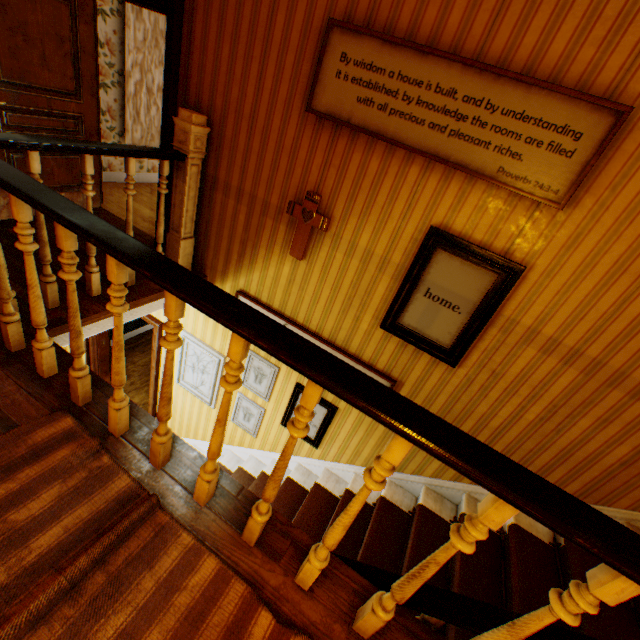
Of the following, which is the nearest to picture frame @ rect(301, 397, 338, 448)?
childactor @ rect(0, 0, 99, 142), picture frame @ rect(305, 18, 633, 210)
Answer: picture frame @ rect(305, 18, 633, 210)

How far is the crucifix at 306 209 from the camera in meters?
2.9

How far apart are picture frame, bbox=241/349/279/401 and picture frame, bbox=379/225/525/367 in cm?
141

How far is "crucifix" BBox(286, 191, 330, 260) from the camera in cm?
287

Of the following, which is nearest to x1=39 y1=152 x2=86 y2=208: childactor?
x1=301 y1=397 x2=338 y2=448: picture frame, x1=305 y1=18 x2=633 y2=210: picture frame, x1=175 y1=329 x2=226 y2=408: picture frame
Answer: x1=175 y1=329 x2=226 y2=408: picture frame

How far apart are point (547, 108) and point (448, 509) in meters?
3.5 m

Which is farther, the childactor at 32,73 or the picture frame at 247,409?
the picture frame at 247,409

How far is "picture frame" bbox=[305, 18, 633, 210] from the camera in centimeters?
193cm
